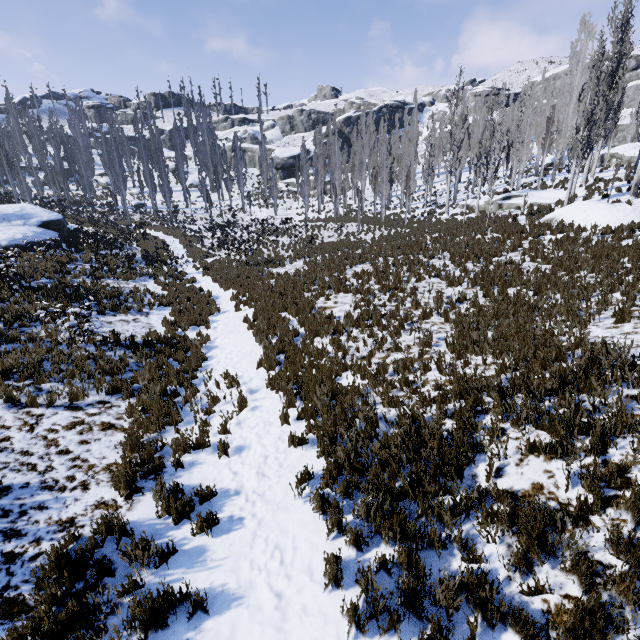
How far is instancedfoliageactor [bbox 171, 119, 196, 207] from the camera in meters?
44.6 m

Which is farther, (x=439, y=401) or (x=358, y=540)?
(x=439, y=401)

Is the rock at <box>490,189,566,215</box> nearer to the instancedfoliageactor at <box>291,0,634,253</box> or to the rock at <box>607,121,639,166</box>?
the instancedfoliageactor at <box>291,0,634,253</box>

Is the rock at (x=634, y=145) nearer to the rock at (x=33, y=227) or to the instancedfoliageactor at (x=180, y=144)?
the instancedfoliageactor at (x=180, y=144)

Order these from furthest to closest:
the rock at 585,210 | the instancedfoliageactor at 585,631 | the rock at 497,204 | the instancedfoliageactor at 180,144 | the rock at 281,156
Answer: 1. the rock at 281,156
2. the instancedfoliageactor at 180,144
3. the rock at 497,204
4. the rock at 585,210
5. the instancedfoliageactor at 585,631

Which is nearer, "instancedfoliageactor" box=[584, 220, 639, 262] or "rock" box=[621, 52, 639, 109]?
"instancedfoliageactor" box=[584, 220, 639, 262]

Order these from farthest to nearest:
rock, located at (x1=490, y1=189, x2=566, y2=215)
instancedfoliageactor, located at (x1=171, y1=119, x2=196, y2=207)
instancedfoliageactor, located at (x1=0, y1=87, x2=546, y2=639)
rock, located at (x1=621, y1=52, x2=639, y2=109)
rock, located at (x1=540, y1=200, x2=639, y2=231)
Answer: rock, located at (x1=621, y1=52, x2=639, y2=109) < instancedfoliageactor, located at (x1=171, y1=119, x2=196, y2=207) < rock, located at (x1=490, y1=189, x2=566, y2=215) < rock, located at (x1=540, y1=200, x2=639, y2=231) < instancedfoliageactor, located at (x1=0, y1=87, x2=546, y2=639)

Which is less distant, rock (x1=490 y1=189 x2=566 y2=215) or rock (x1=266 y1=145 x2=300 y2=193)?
rock (x1=490 y1=189 x2=566 y2=215)
